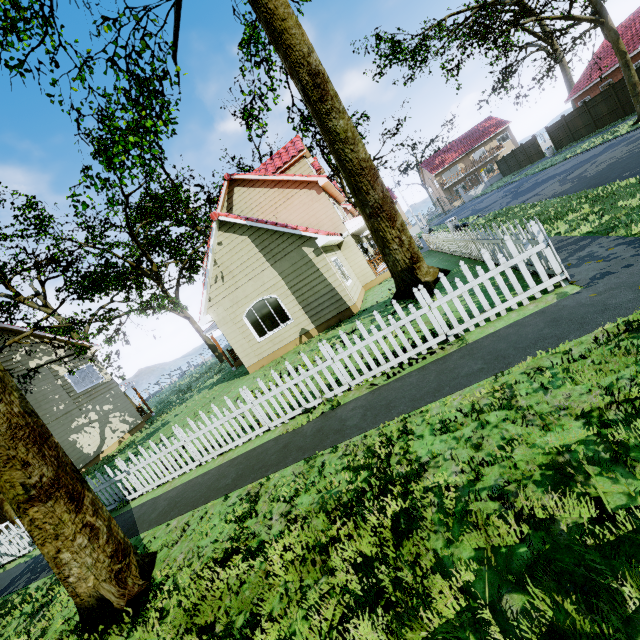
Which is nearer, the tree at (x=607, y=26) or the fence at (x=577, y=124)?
the tree at (x=607, y=26)

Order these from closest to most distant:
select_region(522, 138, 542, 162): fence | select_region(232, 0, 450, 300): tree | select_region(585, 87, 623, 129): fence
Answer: select_region(232, 0, 450, 300): tree, select_region(585, 87, 623, 129): fence, select_region(522, 138, 542, 162): fence

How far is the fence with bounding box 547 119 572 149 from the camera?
28.6m

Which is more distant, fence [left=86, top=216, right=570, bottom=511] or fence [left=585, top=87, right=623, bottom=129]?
fence [left=585, top=87, right=623, bottom=129]

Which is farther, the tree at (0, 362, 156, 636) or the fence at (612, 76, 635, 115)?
the fence at (612, 76, 635, 115)

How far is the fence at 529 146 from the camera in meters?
34.0 m

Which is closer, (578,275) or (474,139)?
(578,275)
